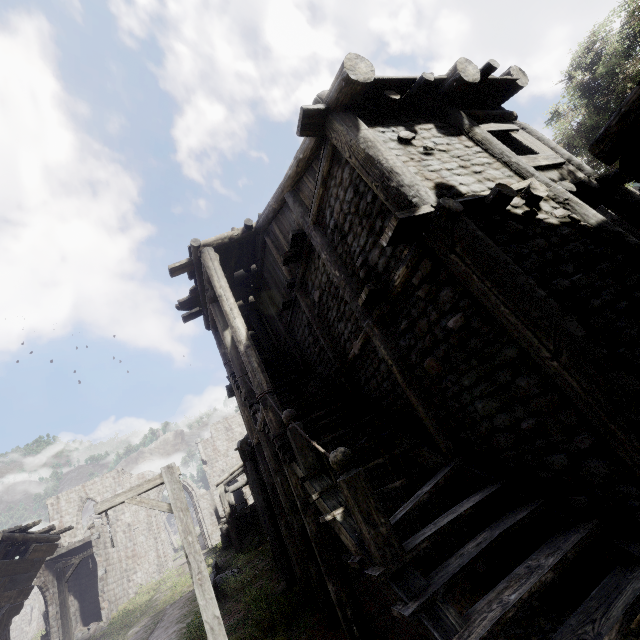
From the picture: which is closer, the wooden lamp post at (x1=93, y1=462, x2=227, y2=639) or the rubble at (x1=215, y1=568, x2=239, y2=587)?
the wooden lamp post at (x1=93, y1=462, x2=227, y2=639)

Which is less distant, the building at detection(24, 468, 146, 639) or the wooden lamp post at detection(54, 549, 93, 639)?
the wooden lamp post at detection(54, 549, 93, 639)

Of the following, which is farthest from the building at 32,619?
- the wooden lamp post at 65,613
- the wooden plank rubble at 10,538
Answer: the wooden lamp post at 65,613

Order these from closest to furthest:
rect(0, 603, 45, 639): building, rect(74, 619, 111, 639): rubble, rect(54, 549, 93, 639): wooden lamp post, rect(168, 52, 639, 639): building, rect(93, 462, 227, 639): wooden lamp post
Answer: rect(168, 52, 639, 639): building < rect(93, 462, 227, 639): wooden lamp post < rect(0, 603, 45, 639): building < rect(54, 549, 93, 639): wooden lamp post < rect(74, 619, 111, 639): rubble

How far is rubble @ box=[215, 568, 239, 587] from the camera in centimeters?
1514cm

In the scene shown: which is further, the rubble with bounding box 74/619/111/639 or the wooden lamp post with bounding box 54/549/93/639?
the rubble with bounding box 74/619/111/639

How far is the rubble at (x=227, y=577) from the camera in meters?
15.1

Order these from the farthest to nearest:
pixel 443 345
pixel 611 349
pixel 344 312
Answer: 1. pixel 344 312
2. pixel 443 345
3. pixel 611 349
